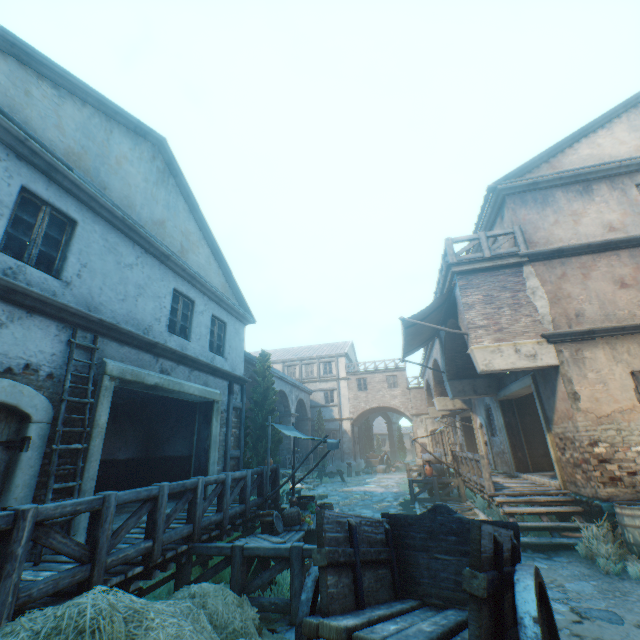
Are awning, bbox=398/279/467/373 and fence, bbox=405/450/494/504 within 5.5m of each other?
yes

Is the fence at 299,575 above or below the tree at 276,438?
below

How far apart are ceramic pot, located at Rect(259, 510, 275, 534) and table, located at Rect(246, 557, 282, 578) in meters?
0.0

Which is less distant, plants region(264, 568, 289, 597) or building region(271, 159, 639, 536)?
plants region(264, 568, 289, 597)

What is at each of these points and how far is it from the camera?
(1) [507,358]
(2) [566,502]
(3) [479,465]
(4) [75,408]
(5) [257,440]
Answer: (1) building, 8.8m
(2) stairs, 8.3m
(3) fence, 9.9m
(4) building, 5.9m
(5) tree, 16.1m

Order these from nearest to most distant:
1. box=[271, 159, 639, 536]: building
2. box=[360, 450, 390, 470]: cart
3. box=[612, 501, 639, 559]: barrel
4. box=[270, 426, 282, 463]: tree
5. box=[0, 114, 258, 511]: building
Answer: box=[0, 114, 258, 511]: building < box=[612, 501, 639, 559]: barrel < box=[271, 159, 639, 536]: building < box=[270, 426, 282, 463]: tree < box=[360, 450, 390, 470]: cart

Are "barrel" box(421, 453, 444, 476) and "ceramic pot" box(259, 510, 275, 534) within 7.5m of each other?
no

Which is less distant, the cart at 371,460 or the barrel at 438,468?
the barrel at 438,468
